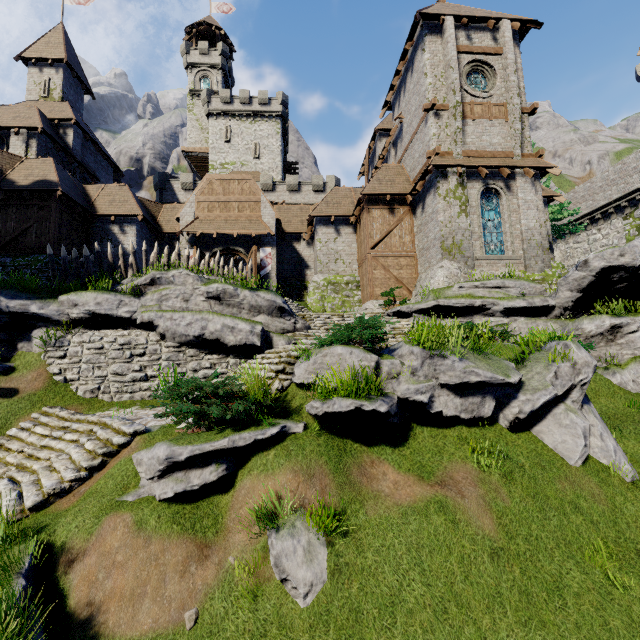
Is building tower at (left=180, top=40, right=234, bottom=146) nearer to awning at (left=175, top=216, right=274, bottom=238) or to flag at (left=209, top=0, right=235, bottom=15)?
flag at (left=209, top=0, right=235, bottom=15)

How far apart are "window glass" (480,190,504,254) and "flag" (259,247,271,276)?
12.5 meters

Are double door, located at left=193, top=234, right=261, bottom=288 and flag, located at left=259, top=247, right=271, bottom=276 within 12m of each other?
yes

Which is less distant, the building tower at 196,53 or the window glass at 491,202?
the window glass at 491,202

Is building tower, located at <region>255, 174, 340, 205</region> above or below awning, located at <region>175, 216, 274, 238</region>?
above

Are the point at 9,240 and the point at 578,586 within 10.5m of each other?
no

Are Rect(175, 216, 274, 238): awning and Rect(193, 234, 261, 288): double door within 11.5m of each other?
yes

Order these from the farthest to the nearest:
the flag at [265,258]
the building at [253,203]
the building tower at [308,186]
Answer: the building tower at [308,186], the flag at [265,258], the building at [253,203]
